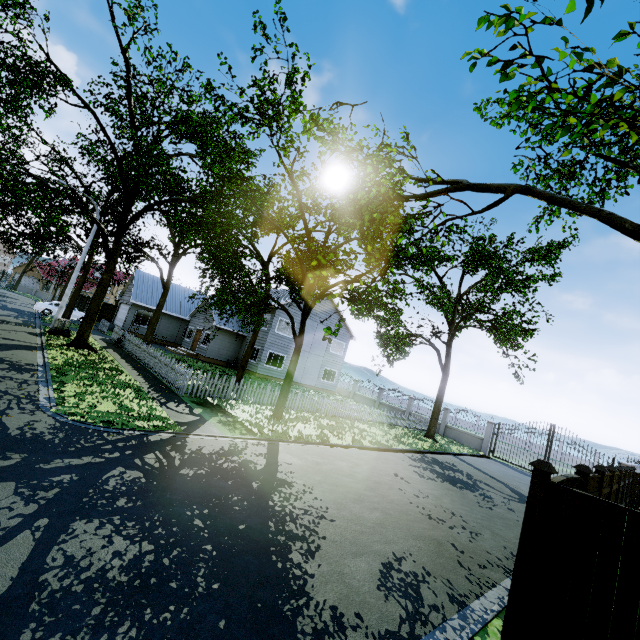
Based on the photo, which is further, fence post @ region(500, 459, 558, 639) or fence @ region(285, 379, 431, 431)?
fence @ region(285, 379, 431, 431)

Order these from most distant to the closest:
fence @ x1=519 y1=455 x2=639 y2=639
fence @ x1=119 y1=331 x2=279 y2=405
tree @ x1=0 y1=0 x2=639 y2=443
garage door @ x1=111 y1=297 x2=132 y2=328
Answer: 1. garage door @ x1=111 y1=297 x2=132 y2=328
2. fence @ x1=119 y1=331 x2=279 y2=405
3. tree @ x1=0 y1=0 x2=639 y2=443
4. fence @ x1=519 y1=455 x2=639 y2=639

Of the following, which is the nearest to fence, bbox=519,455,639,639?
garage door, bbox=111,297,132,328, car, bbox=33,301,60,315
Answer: garage door, bbox=111,297,132,328

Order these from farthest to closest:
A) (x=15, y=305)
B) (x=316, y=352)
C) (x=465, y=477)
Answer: (x=316, y=352), (x=15, y=305), (x=465, y=477)

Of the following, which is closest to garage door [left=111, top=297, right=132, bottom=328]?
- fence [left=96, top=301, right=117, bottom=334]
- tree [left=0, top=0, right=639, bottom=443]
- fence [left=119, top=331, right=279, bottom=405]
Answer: tree [left=0, top=0, right=639, bottom=443]

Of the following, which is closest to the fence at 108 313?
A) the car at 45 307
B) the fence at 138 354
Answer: the fence at 138 354

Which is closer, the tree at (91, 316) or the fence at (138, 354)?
the tree at (91, 316)

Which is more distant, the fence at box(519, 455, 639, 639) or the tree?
the tree
